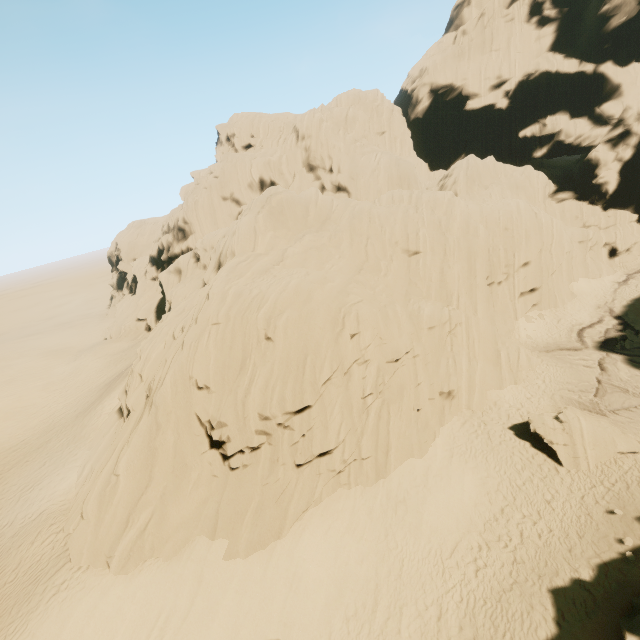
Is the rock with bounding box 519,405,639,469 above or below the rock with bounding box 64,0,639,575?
below

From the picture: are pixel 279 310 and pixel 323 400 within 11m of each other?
yes

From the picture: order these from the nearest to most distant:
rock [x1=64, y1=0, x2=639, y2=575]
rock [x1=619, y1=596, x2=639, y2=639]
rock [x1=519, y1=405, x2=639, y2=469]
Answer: rock [x1=619, y1=596, x2=639, y2=639] → rock [x1=64, y1=0, x2=639, y2=575] → rock [x1=519, y1=405, x2=639, y2=469]

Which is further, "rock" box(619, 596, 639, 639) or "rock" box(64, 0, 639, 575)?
"rock" box(64, 0, 639, 575)

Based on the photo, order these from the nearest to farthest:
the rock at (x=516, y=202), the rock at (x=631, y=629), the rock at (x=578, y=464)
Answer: the rock at (x=631, y=629) < the rock at (x=516, y=202) < the rock at (x=578, y=464)

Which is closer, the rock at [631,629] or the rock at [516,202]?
the rock at [631,629]
